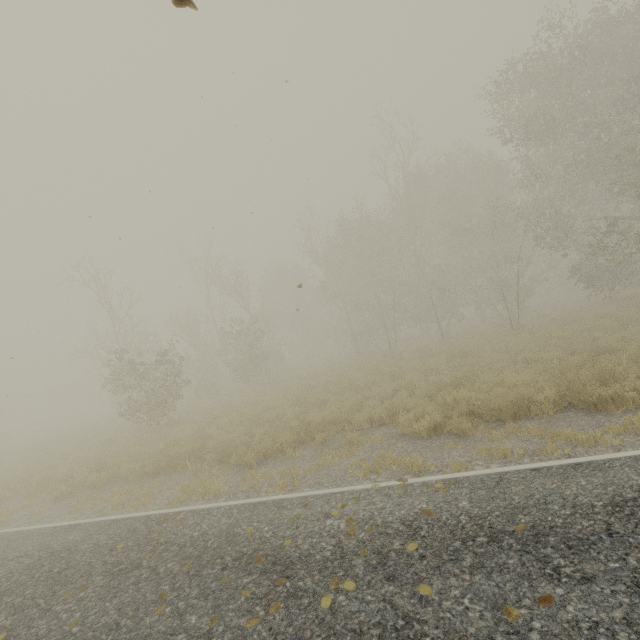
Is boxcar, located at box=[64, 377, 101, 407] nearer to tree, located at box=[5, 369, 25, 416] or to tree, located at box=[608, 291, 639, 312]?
tree, located at box=[5, 369, 25, 416]

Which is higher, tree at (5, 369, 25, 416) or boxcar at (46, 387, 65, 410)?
tree at (5, 369, 25, 416)

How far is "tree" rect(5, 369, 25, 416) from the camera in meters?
52.1

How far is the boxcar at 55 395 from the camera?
59.7m

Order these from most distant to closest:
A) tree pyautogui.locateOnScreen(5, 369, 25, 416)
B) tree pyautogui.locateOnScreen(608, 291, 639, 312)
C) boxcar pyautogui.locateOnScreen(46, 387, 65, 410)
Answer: boxcar pyautogui.locateOnScreen(46, 387, 65, 410) < tree pyautogui.locateOnScreen(5, 369, 25, 416) < tree pyautogui.locateOnScreen(608, 291, 639, 312)

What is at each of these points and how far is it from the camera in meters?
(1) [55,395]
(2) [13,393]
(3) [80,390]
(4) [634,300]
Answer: (1) boxcar, 59.8
(2) tree, 52.6
(3) boxcar, 59.2
(4) tree, 16.6

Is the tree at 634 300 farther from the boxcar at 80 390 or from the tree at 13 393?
the tree at 13 393
